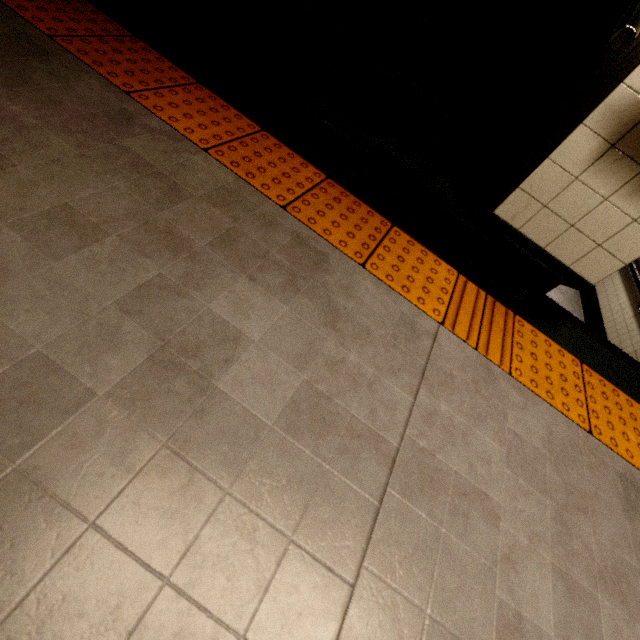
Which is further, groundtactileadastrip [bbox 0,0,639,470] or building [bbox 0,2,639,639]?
groundtactileadastrip [bbox 0,0,639,470]

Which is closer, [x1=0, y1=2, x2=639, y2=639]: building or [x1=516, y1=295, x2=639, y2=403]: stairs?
[x1=0, y1=2, x2=639, y2=639]: building

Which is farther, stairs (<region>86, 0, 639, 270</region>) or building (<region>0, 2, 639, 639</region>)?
stairs (<region>86, 0, 639, 270</region>)

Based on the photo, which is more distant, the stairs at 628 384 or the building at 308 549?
the stairs at 628 384

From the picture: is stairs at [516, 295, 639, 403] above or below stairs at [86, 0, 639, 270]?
below

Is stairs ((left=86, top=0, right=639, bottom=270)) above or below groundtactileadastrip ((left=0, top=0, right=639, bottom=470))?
above

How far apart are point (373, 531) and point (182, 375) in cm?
67

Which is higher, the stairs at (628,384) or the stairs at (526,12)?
the stairs at (526,12)
